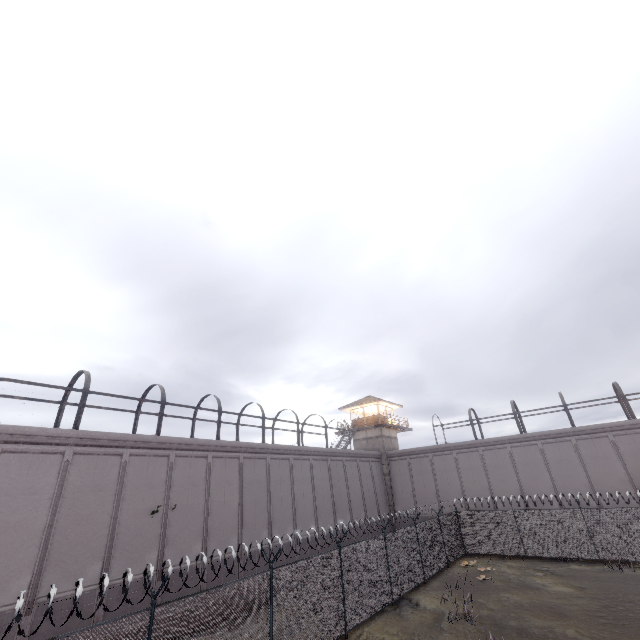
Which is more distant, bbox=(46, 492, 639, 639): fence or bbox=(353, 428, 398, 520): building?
bbox=(353, 428, 398, 520): building

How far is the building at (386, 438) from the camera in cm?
3469

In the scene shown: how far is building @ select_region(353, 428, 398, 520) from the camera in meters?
34.7 m

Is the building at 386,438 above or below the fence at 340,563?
above

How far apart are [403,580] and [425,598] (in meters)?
1.20

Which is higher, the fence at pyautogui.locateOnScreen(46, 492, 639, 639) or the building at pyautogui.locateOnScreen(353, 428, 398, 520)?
the building at pyautogui.locateOnScreen(353, 428, 398, 520)
